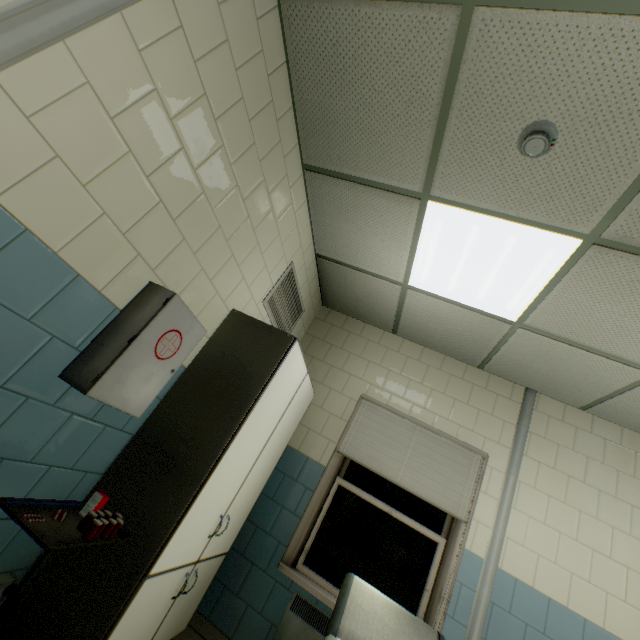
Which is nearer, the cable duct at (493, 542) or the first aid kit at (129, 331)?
the first aid kit at (129, 331)

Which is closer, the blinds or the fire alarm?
the fire alarm

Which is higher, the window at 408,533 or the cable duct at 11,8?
the cable duct at 11,8

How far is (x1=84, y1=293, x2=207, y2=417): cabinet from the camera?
1.5 meters

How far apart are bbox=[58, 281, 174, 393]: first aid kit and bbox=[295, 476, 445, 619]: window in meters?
2.5 m

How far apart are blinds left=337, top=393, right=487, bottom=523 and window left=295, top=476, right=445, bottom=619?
0.3m

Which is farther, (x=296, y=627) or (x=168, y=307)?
(x=296, y=627)

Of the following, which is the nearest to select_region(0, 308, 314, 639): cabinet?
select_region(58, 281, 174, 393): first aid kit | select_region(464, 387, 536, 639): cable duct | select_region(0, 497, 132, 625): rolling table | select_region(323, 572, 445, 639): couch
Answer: select_region(0, 497, 132, 625): rolling table
